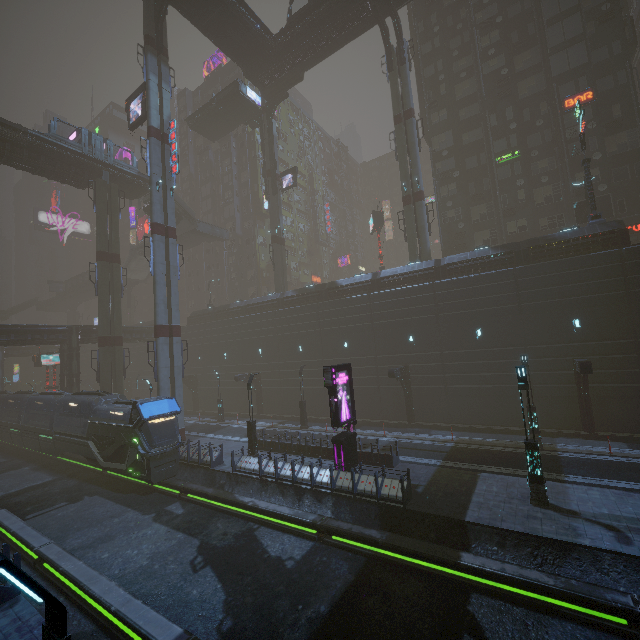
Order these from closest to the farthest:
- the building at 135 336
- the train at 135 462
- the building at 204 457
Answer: the train at 135 462
the building at 204 457
the building at 135 336

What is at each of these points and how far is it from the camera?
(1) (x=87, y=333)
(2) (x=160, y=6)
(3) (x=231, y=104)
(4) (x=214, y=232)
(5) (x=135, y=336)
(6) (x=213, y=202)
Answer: (1) building, 38.3 meters
(2) building structure, 29.8 meters
(3) bridge, 43.7 meters
(4) bridge, 48.8 meters
(5) building, 43.0 meters
(6) building, 59.8 meters

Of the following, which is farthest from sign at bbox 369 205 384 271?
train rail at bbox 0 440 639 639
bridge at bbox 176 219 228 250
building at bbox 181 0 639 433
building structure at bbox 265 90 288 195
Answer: train rail at bbox 0 440 639 639

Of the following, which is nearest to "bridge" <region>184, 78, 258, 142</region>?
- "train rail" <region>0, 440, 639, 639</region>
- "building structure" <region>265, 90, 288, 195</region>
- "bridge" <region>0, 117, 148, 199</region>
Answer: "building structure" <region>265, 90, 288, 195</region>

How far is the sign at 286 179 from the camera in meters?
41.8

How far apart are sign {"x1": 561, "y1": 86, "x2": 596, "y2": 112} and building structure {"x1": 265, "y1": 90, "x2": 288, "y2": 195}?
30.3 meters

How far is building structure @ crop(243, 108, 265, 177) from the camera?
43.4 meters

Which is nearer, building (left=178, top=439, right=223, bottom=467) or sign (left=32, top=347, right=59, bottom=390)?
building (left=178, top=439, right=223, bottom=467)
